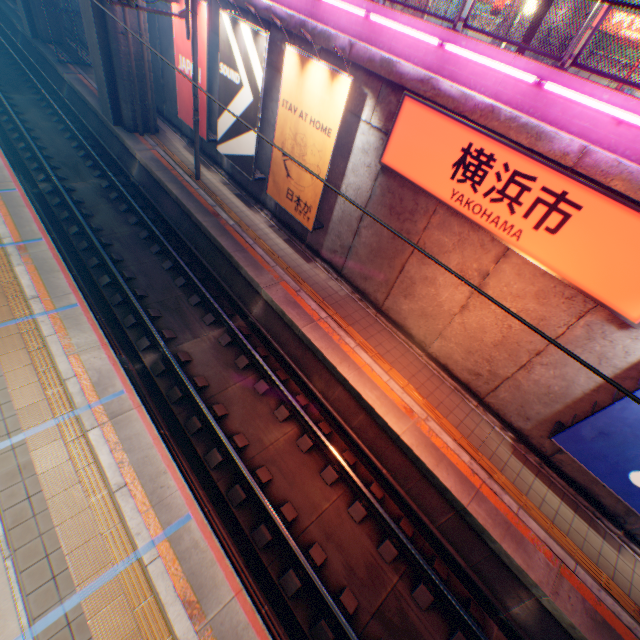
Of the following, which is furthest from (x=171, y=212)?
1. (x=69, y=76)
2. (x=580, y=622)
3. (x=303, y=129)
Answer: (x=580, y=622)

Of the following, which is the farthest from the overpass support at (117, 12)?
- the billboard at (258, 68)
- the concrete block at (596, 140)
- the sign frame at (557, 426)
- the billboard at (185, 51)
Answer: the sign frame at (557, 426)

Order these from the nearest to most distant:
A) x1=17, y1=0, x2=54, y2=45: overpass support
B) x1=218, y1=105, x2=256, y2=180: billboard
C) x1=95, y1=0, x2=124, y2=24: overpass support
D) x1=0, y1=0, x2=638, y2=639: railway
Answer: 1. x1=0, y1=0, x2=638, y2=639: railway
2. x1=218, y1=105, x2=256, y2=180: billboard
3. x1=95, y1=0, x2=124, y2=24: overpass support
4. x1=17, y1=0, x2=54, y2=45: overpass support

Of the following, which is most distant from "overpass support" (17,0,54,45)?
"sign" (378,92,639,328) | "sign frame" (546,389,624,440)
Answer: "sign" (378,92,639,328)

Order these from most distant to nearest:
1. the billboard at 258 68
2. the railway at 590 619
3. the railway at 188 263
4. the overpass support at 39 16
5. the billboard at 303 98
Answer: the overpass support at 39 16
the billboard at 258 68
the billboard at 303 98
the railway at 590 619
the railway at 188 263

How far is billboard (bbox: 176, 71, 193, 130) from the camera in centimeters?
1330cm

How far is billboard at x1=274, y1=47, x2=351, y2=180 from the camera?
8.4m

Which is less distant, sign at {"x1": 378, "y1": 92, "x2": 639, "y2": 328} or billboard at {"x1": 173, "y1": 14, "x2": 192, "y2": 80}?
sign at {"x1": 378, "y1": 92, "x2": 639, "y2": 328}
